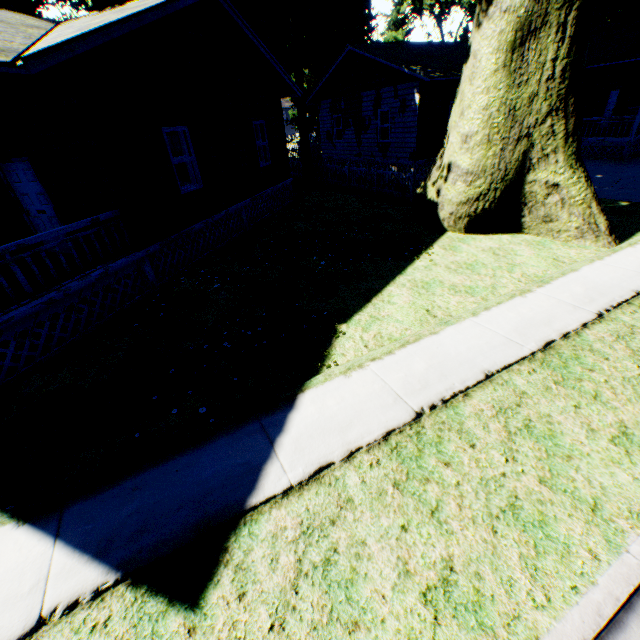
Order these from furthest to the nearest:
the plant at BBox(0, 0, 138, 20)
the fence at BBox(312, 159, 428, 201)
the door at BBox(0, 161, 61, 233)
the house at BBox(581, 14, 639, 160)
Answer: the plant at BBox(0, 0, 138, 20) → the house at BBox(581, 14, 639, 160) → the fence at BBox(312, 159, 428, 201) → the door at BBox(0, 161, 61, 233)

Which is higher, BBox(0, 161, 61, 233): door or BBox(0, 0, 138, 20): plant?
BBox(0, 0, 138, 20): plant

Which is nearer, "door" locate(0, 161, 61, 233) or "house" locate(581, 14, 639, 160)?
"door" locate(0, 161, 61, 233)

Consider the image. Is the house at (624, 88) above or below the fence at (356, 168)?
above

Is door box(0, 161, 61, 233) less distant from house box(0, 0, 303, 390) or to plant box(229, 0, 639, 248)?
house box(0, 0, 303, 390)

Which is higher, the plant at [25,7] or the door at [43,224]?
the plant at [25,7]

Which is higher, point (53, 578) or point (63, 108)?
point (63, 108)

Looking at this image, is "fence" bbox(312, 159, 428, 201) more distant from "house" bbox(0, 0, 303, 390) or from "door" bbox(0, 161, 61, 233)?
"door" bbox(0, 161, 61, 233)
